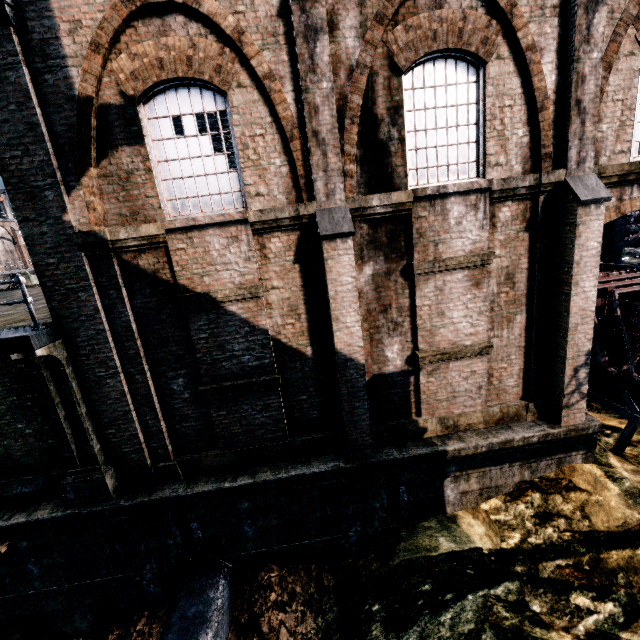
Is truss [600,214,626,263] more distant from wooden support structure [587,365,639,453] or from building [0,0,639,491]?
wooden support structure [587,365,639,453]

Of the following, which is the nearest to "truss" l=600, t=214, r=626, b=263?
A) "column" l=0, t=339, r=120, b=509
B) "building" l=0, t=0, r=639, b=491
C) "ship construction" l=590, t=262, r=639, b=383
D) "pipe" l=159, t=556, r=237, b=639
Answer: "building" l=0, t=0, r=639, b=491

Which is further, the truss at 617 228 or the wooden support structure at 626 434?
the truss at 617 228

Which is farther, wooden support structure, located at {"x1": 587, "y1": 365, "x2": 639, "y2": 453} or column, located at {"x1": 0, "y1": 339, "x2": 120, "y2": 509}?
wooden support structure, located at {"x1": 587, "y1": 365, "x2": 639, "y2": 453}

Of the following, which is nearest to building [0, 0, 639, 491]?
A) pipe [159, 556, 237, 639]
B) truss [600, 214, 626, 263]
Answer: truss [600, 214, 626, 263]

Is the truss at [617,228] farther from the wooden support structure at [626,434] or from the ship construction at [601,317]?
the wooden support structure at [626,434]

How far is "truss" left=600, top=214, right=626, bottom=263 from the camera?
13.0 meters

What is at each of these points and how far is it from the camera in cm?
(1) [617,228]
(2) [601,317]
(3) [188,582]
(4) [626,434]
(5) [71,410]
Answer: (1) truss, 1305
(2) ship construction, 1115
(3) pipe, 867
(4) wooden support structure, 1027
(5) column, 818
